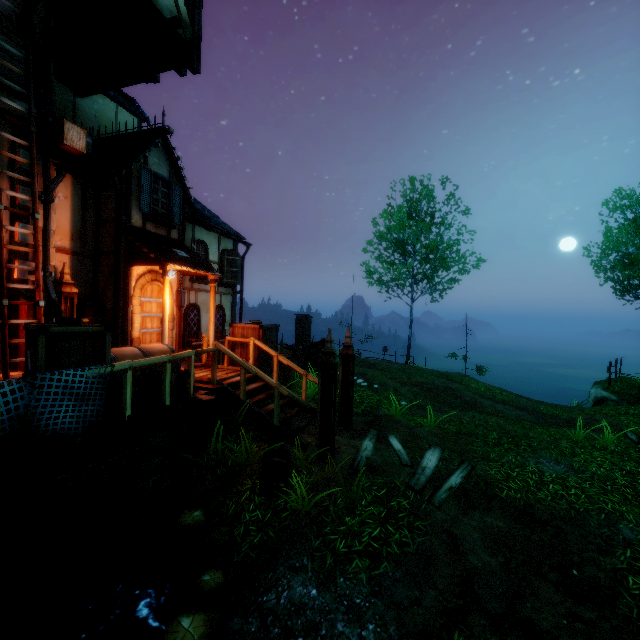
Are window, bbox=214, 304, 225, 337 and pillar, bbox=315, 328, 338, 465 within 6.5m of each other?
no

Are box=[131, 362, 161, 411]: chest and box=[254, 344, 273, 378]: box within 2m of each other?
no

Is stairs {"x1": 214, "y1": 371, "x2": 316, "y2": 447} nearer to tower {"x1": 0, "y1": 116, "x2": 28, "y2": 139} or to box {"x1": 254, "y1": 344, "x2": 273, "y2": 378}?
box {"x1": 254, "y1": 344, "x2": 273, "y2": 378}

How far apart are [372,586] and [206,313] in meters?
10.1 m

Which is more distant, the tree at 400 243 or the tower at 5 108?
the tree at 400 243

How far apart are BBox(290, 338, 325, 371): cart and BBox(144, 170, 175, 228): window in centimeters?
584cm

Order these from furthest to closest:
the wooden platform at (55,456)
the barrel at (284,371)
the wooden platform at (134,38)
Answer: the barrel at (284,371) < the wooden platform at (134,38) < the wooden platform at (55,456)

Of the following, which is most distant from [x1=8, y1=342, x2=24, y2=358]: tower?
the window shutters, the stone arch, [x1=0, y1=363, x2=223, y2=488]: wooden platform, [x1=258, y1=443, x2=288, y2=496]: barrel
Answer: the window shutters
